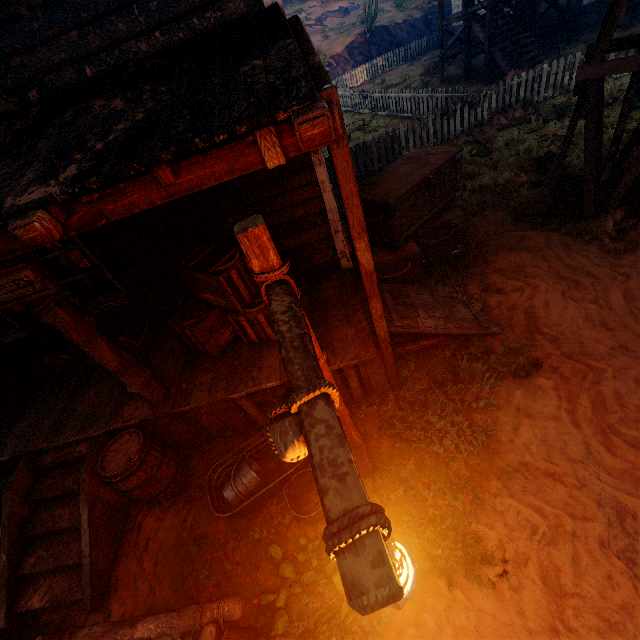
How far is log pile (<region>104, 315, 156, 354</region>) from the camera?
5.1m

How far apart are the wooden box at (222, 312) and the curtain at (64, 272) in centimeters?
189cm

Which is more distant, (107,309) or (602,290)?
(107,309)

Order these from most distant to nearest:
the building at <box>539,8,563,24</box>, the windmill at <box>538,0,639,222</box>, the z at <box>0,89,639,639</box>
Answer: the building at <box>539,8,563,24</box> → the windmill at <box>538,0,639,222</box> → the z at <box>0,89,639,639</box>

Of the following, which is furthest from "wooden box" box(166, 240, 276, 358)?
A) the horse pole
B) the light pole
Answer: the horse pole

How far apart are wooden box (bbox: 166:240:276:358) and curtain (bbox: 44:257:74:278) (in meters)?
1.89

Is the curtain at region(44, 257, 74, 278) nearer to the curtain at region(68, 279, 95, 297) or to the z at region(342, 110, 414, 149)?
the curtain at region(68, 279, 95, 297)

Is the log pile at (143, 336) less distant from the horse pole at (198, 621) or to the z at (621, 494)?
the z at (621, 494)
